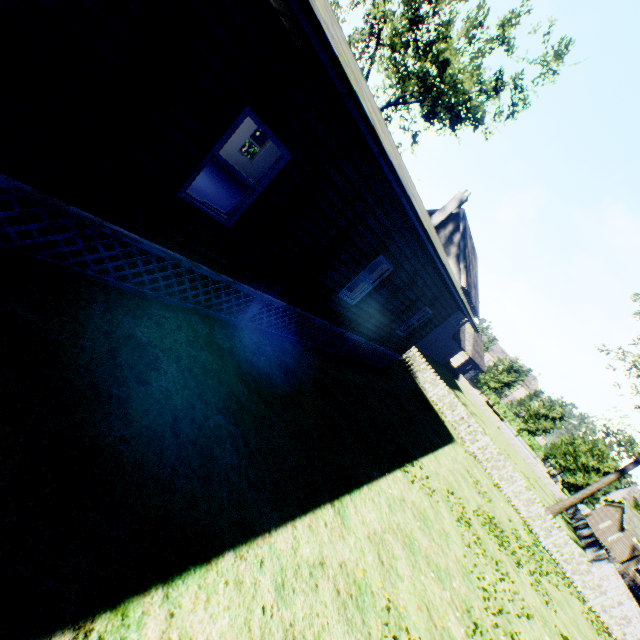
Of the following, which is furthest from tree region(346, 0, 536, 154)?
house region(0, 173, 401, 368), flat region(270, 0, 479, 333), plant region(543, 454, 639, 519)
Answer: flat region(270, 0, 479, 333)

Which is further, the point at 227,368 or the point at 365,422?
the point at 365,422

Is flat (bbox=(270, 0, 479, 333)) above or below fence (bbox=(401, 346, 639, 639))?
above

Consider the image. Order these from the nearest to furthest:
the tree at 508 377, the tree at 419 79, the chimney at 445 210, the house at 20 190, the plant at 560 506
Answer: the house at 20 190 < the tree at 419 79 < the plant at 560 506 < the chimney at 445 210 < the tree at 508 377

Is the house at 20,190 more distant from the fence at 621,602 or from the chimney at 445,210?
the chimney at 445,210

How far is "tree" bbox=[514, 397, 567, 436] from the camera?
39.6m

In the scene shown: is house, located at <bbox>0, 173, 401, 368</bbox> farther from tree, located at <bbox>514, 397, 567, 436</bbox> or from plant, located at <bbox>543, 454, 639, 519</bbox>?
plant, located at <bbox>543, 454, 639, 519</bbox>
